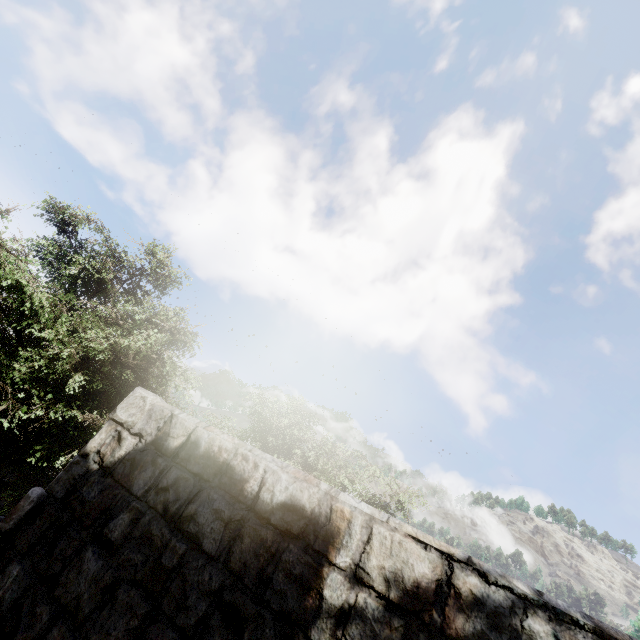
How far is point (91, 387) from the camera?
6.6 meters
